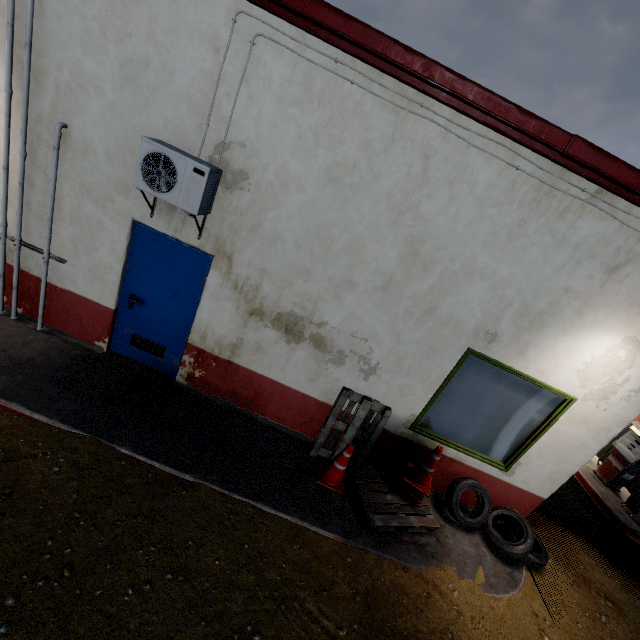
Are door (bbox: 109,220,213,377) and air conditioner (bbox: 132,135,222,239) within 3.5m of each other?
yes

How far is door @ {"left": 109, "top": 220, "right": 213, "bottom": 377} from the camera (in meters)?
4.32

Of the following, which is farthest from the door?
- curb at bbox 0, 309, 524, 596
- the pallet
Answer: the pallet

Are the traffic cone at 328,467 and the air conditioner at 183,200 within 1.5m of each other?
no

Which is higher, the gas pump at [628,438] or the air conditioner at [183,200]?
the air conditioner at [183,200]

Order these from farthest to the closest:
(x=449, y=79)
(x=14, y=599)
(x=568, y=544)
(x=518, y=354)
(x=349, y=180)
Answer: (x=568, y=544) → (x=518, y=354) → (x=349, y=180) → (x=449, y=79) → (x=14, y=599)

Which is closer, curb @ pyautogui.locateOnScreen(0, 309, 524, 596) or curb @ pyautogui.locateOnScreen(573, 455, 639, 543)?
curb @ pyautogui.locateOnScreen(0, 309, 524, 596)

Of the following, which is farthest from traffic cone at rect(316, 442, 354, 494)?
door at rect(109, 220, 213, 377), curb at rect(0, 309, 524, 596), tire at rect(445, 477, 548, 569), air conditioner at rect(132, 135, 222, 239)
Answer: air conditioner at rect(132, 135, 222, 239)
